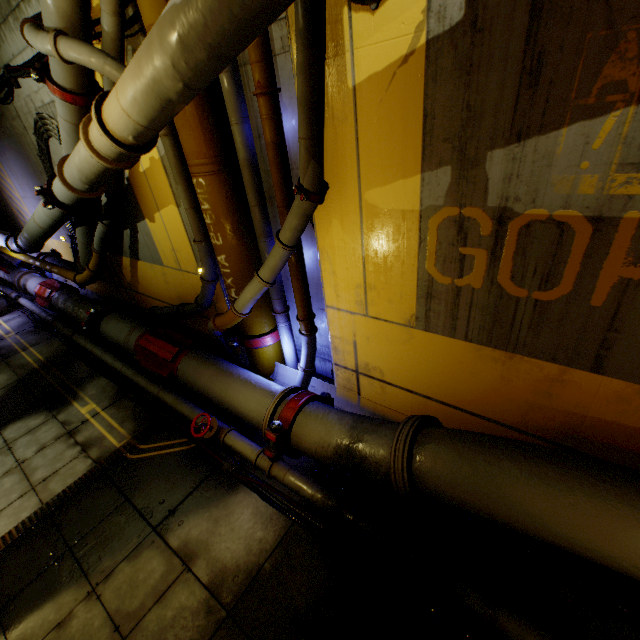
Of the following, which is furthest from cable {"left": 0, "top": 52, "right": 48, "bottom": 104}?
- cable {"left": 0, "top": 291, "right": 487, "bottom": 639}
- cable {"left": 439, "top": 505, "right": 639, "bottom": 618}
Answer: cable {"left": 439, "top": 505, "right": 639, "bottom": 618}

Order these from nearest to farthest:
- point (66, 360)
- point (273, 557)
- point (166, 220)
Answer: point (273, 557) → point (166, 220) → point (66, 360)

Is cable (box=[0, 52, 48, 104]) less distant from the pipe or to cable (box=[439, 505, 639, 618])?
the pipe

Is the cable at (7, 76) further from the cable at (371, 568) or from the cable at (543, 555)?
the cable at (543, 555)

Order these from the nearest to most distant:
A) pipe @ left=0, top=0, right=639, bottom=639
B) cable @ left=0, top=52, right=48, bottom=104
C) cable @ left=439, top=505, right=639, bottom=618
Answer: pipe @ left=0, top=0, right=639, bottom=639 < cable @ left=439, top=505, right=639, bottom=618 < cable @ left=0, top=52, right=48, bottom=104

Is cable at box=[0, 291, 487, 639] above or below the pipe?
below
